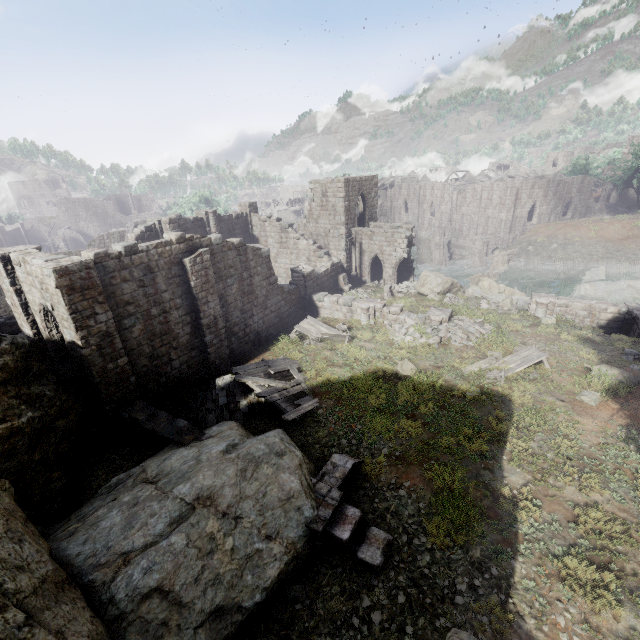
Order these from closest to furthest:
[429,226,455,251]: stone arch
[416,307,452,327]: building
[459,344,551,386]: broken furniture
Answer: [459,344,551,386]: broken furniture < [416,307,452,327]: building < [429,226,455,251]: stone arch

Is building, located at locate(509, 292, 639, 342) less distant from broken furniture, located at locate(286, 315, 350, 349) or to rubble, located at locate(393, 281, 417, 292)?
rubble, located at locate(393, 281, 417, 292)

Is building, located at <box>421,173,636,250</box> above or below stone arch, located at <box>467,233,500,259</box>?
above

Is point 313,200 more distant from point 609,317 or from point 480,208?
point 480,208

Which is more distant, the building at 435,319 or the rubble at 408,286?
the rubble at 408,286

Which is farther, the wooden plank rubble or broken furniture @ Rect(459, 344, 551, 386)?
broken furniture @ Rect(459, 344, 551, 386)

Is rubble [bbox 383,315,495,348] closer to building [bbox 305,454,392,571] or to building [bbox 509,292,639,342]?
building [bbox 509,292,639,342]

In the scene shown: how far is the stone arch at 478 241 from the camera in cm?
4525
